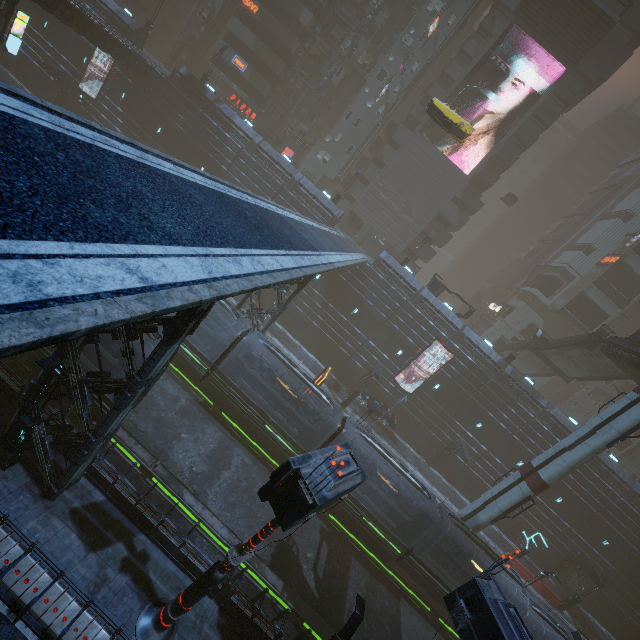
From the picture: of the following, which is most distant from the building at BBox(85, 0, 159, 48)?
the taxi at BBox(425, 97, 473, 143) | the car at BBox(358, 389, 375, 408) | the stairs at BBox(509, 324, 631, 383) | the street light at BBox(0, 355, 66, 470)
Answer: the taxi at BBox(425, 97, 473, 143)

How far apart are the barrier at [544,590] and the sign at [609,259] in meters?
38.0 m

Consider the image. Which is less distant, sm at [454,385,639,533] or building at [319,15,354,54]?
sm at [454,385,639,533]

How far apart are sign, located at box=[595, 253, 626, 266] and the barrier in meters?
38.0 m

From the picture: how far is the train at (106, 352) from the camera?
13.55m

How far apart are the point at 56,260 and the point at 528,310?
57.7 meters

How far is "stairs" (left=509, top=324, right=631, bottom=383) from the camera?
29.6 meters
